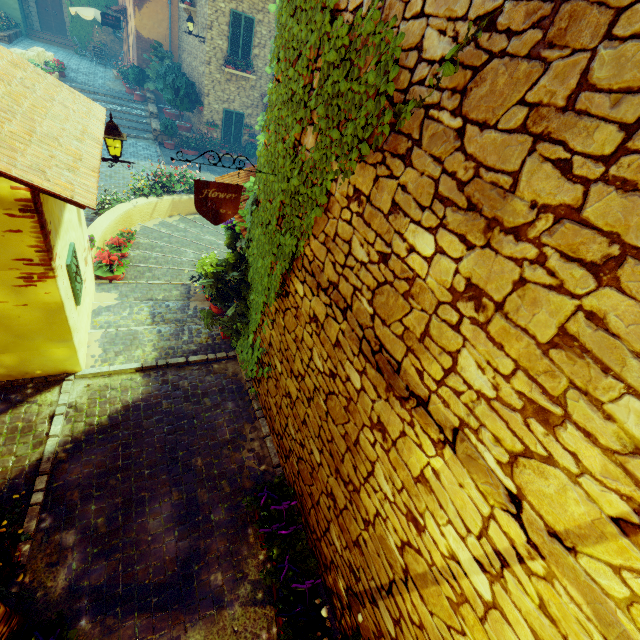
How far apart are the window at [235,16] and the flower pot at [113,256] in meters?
13.1 m

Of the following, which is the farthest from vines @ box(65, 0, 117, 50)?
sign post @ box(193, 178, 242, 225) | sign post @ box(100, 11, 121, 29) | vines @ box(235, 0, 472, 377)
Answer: sign post @ box(193, 178, 242, 225)

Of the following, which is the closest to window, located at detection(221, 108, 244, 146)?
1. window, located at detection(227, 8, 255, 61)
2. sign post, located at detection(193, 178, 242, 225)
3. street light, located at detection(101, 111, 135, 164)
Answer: window, located at detection(227, 8, 255, 61)

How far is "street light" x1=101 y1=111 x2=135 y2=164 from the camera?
5.2m

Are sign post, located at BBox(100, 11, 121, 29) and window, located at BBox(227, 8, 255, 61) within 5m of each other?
no

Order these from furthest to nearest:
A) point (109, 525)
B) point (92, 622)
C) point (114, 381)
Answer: point (114, 381), point (109, 525), point (92, 622)

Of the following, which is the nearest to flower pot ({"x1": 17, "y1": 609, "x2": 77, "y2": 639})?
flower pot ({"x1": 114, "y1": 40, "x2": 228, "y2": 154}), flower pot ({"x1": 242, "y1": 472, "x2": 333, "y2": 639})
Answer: flower pot ({"x1": 242, "y1": 472, "x2": 333, "y2": 639})

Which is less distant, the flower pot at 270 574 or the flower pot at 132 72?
the flower pot at 270 574
